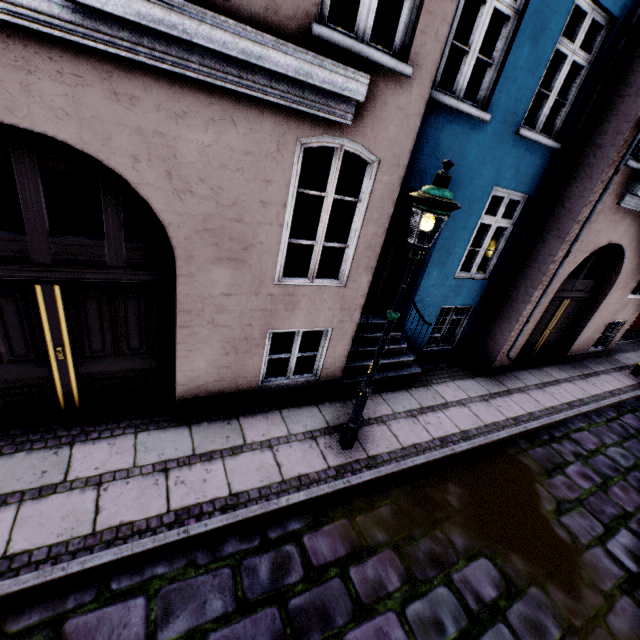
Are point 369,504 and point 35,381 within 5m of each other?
yes

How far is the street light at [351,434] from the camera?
3.02m

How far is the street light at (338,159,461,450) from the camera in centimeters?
302cm
